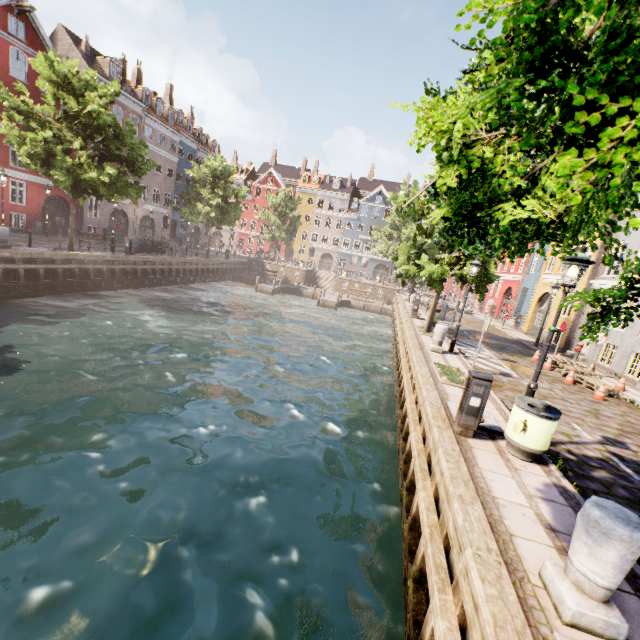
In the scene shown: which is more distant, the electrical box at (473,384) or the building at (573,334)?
the building at (573,334)

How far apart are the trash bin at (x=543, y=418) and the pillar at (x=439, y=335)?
6.5 meters

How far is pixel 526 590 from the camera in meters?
3.2

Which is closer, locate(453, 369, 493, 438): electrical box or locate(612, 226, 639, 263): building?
locate(453, 369, 493, 438): electrical box

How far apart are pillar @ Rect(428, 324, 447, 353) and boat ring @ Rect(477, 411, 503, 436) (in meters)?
5.27

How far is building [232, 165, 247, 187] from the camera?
59.4 meters

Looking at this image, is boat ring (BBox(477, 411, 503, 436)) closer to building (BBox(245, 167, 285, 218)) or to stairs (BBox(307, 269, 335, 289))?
building (BBox(245, 167, 285, 218))
